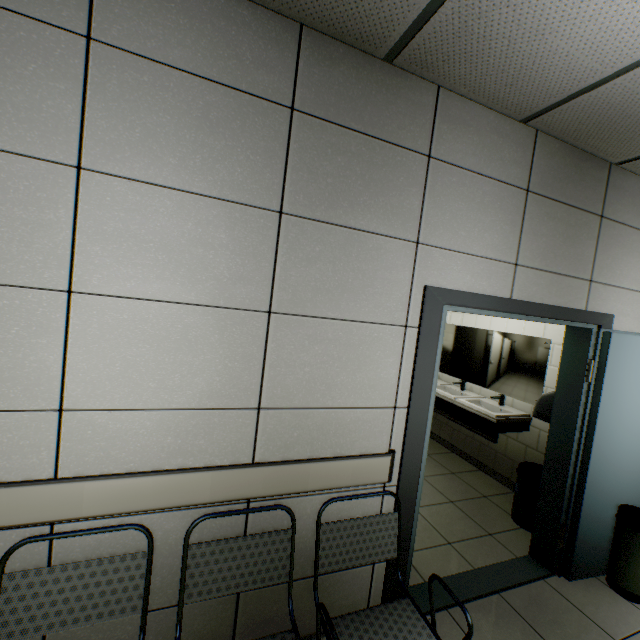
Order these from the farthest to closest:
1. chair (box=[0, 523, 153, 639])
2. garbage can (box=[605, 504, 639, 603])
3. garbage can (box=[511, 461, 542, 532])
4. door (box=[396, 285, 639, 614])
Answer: garbage can (box=[511, 461, 542, 532]), garbage can (box=[605, 504, 639, 603]), door (box=[396, 285, 639, 614]), chair (box=[0, 523, 153, 639])

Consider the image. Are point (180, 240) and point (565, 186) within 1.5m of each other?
no

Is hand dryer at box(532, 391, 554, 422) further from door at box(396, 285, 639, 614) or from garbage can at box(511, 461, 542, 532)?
garbage can at box(511, 461, 542, 532)

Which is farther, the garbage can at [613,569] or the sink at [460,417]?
the sink at [460,417]

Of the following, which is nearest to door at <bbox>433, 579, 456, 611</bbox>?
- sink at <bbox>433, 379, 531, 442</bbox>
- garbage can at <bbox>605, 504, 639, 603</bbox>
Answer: garbage can at <bbox>605, 504, 639, 603</bbox>

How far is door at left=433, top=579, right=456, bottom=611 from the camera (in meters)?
2.22

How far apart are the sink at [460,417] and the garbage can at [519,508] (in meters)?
0.38

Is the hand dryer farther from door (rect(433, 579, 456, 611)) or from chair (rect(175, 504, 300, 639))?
chair (rect(175, 504, 300, 639))
